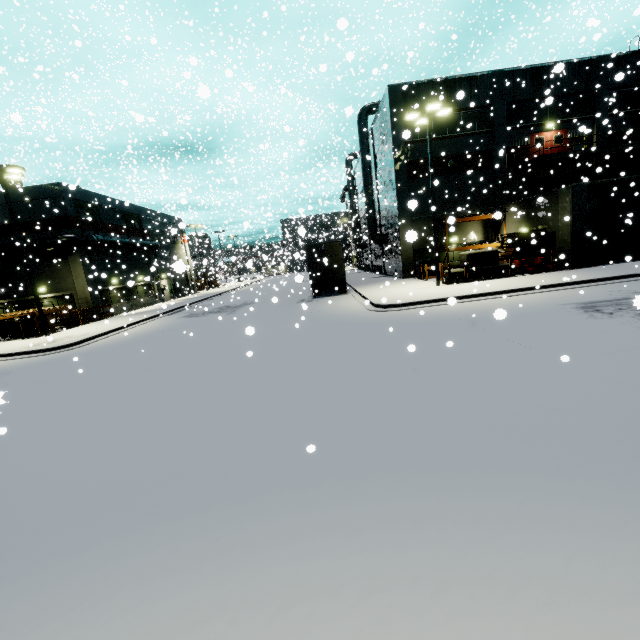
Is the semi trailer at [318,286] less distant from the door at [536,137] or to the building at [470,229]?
the building at [470,229]

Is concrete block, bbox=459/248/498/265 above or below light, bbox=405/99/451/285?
below

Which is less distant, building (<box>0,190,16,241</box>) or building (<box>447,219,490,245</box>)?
building (<box>0,190,16,241</box>)

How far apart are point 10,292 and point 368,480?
34.9m

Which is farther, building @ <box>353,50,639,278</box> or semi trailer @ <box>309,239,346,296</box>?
semi trailer @ <box>309,239,346,296</box>

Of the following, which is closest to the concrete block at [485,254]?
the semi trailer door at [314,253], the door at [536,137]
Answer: the semi trailer door at [314,253]

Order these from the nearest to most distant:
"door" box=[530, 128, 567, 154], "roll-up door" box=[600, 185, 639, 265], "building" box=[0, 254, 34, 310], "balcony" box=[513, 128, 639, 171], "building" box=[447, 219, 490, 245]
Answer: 1. "roll-up door" box=[600, 185, 639, 265]
2. "balcony" box=[513, 128, 639, 171]
3. "door" box=[530, 128, 567, 154]
4. "building" box=[0, 254, 34, 310]
5. "building" box=[447, 219, 490, 245]

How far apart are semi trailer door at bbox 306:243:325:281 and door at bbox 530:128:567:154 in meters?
18.7
